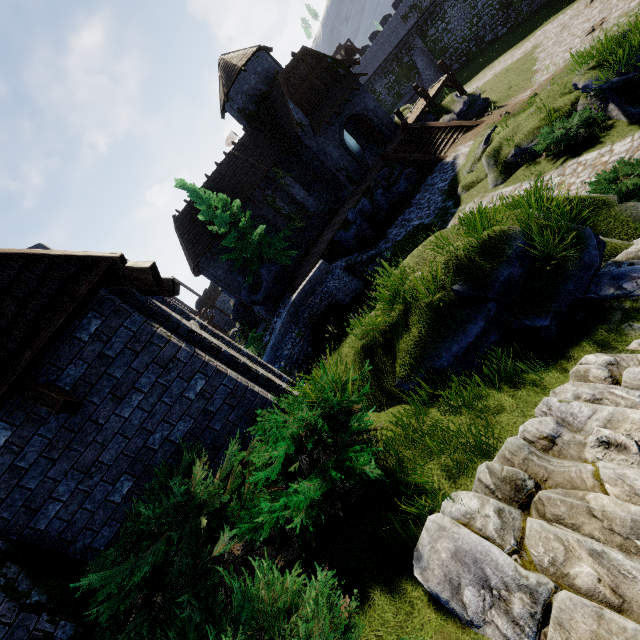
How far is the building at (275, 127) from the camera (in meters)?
22.95

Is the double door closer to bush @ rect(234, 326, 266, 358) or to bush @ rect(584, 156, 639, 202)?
bush @ rect(234, 326, 266, 358)

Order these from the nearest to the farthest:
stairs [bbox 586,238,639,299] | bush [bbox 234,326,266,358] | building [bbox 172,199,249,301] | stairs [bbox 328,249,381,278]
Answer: stairs [bbox 586,238,639,299], bush [bbox 234,326,266,358], stairs [bbox 328,249,381,278], building [bbox 172,199,249,301]

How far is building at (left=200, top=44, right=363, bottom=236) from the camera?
22.95m

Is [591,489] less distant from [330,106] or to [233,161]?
[330,106]

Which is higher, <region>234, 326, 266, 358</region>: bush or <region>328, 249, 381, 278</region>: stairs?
<region>234, 326, 266, 358</region>: bush

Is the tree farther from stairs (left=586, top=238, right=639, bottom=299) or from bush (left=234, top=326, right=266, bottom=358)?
stairs (left=586, top=238, right=639, bottom=299)

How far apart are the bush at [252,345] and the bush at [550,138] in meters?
17.9
